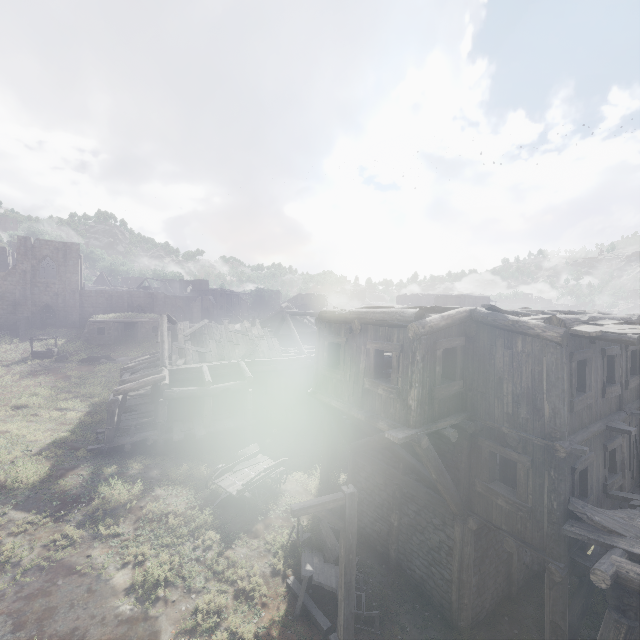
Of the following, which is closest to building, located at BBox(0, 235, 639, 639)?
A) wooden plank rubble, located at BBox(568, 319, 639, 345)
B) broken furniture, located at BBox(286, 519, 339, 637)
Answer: wooden plank rubble, located at BBox(568, 319, 639, 345)

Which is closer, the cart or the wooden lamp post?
the wooden lamp post

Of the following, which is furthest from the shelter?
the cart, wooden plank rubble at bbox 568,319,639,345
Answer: wooden plank rubble at bbox 568,319,639,345

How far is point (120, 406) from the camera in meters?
18.3

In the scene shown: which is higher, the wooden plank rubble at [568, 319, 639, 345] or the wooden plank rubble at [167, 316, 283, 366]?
the wooden plank rubble at [568, 319, 639, 345]

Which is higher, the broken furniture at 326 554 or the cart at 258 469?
the cart at 258 469

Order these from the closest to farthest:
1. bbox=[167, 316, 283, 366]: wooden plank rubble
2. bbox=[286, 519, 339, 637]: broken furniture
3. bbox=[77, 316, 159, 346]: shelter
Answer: bbox=[286, 519, 339, 637]: broken furniture → bbox=[167, 316, 283, 366]: wooden plank rubble → bbox=[77, 316, 159, 346]: shelter

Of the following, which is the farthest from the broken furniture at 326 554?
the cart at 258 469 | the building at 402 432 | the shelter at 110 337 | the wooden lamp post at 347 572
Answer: the shelter at 110 337
